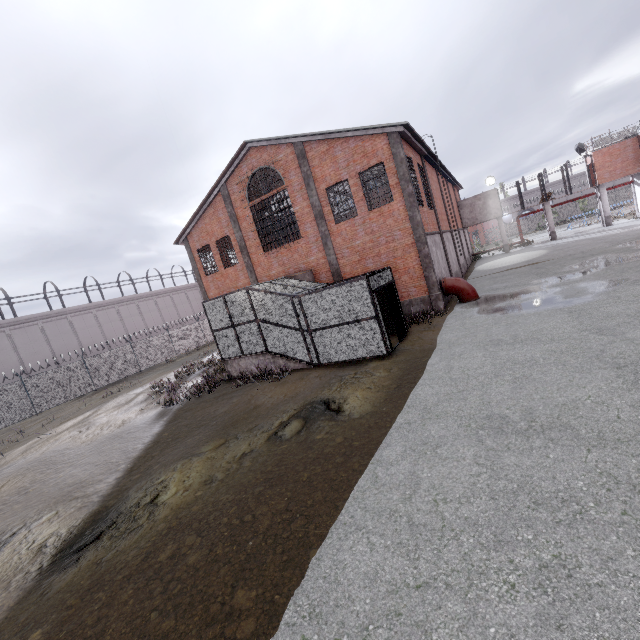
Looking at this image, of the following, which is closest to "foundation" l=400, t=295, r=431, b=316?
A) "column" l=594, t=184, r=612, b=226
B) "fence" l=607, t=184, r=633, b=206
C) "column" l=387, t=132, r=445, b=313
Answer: "column" l=387, t=132, r=445, b=313

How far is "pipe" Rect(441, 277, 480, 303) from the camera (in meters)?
16.55

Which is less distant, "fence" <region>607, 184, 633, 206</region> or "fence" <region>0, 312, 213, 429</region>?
"fence" <region>0, 312, 213, 429</region>

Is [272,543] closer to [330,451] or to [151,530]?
[330,451]

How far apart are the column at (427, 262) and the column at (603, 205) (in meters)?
27.23

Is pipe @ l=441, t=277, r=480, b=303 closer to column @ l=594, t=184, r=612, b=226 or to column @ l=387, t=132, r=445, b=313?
column @ l=387, t=132, r=445, b=313

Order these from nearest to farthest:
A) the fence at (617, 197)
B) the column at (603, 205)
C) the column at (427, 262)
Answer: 1. the column at (427, 262)
2. the column at (603, 205)
3. the fence at (617, 197)

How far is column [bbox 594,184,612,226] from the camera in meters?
30.7 m
